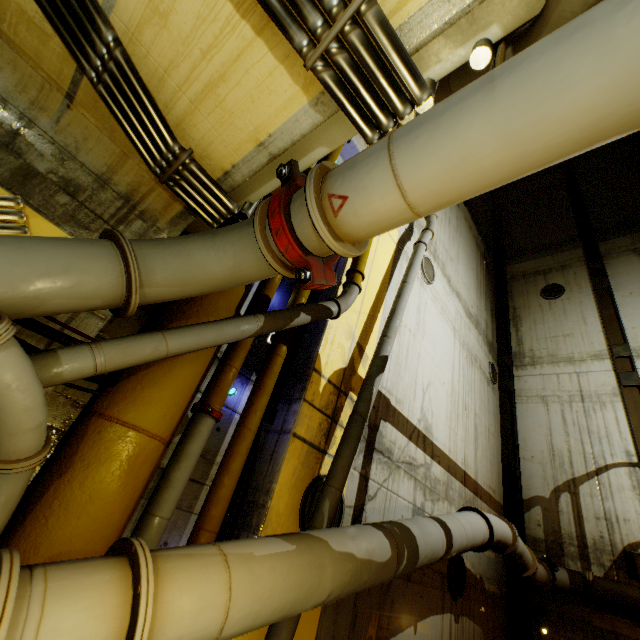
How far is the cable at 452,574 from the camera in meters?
6.3 m

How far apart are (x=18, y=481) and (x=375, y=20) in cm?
311

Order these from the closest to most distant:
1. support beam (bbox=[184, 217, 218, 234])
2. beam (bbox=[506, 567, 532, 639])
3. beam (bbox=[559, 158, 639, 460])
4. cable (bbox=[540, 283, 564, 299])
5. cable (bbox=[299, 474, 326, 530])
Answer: support beam (bbox=[184, 217, 218, 234]), cable (bbox=[299, 474, 326, 530]), beam (bbox=[506, 567, 532, 639]), beam (bbox=[559, 158, 639, 460]), cable (bbox=[540, 283, 564, 299])

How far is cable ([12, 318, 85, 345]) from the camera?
2.25m

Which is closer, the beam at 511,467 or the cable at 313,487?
the cable at 313,487

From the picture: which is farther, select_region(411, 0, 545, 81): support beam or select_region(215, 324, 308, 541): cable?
select_region(215, 324, 308, 541): cable

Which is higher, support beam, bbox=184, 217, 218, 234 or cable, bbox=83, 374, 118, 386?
support beam, bbox=184, 217, 218, 234

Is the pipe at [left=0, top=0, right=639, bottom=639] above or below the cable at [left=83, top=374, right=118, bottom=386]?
below
